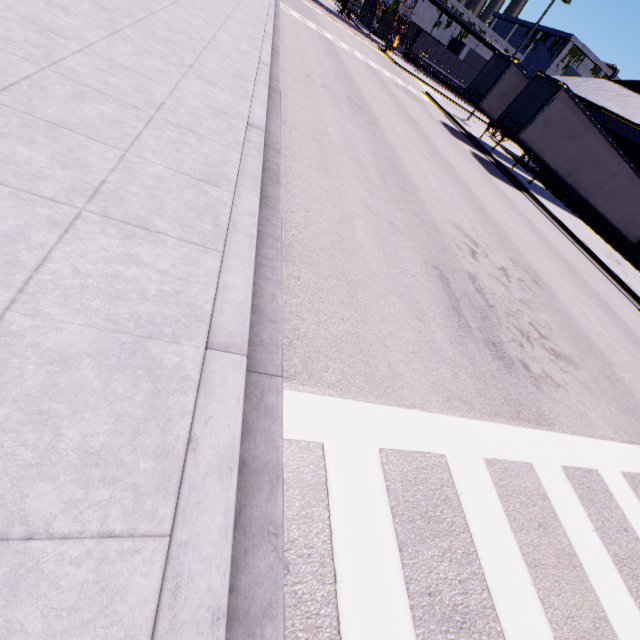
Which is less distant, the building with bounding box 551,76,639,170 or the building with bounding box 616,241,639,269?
the building with bounding box 551,76,639,170

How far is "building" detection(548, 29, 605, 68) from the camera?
56.9m

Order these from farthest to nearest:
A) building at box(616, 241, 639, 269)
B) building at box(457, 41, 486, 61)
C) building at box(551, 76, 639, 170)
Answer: building at box(457, 41, 486, 61) < building at box(616, 241, 639, 269) < building at box(551, 76, 639, 170)

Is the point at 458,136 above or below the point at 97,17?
below

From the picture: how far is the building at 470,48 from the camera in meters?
A: 58.4 m

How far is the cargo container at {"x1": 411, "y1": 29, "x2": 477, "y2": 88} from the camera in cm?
4991

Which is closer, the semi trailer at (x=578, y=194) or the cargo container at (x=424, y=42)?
the semi trailer at (x=578, y=194)
